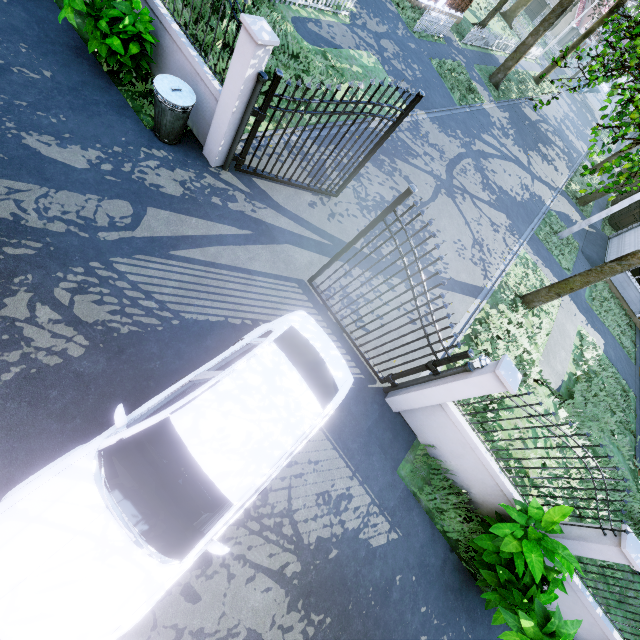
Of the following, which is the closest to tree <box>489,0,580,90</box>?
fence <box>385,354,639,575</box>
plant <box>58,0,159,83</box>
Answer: fence <box>385,354,639,575</box>

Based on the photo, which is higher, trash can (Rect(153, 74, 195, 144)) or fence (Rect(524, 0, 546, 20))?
fence (Rect(524, 0, 546, 20))

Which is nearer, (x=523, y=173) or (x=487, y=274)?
(x=487, y=274)

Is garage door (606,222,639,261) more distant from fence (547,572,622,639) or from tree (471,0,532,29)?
fence (547,572,622,639)

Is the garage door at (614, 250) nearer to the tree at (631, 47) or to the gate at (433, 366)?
the tree at (631, 47)

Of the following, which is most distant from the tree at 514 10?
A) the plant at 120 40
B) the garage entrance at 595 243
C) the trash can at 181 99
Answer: the trash can at 181 99

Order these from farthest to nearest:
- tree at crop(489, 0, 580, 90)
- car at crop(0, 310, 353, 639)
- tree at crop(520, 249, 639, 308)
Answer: tree at crop(489, 0, 580, 90), tree at crop(520, 249, 639, 308), car at crop(0, 310, 353, 639)

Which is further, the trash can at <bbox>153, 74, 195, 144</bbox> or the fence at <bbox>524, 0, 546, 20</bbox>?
the fence at <bbox>524, 0, 546, 20</bbox>
